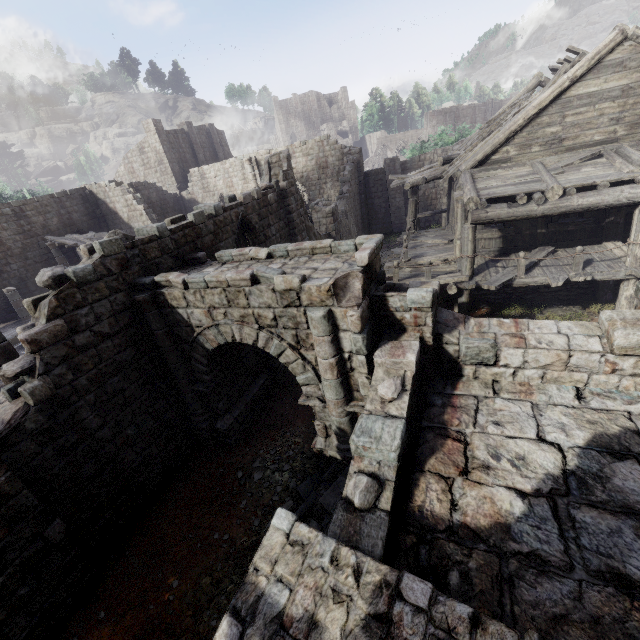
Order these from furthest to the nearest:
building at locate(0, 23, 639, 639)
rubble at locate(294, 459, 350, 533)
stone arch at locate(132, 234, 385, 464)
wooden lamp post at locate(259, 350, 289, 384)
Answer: wooden lamp post at locate(259, 350, 289, 384), rubble at locate(294, 459, 350, 533), stone arch at locate(132, 234, 385, 464), building at locate(0, 23, 639, 639)

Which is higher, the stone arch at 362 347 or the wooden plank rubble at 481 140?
the wooden plank rubble at 481 140

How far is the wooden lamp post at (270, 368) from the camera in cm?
1128

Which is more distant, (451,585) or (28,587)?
(28,587)

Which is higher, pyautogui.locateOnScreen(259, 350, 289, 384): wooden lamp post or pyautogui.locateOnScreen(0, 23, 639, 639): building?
pyautogui.locateOnScreen(0, 23, 639, 639): building

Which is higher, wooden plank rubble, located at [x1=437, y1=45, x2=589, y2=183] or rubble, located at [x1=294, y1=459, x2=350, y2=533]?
wooden plank rubble, located at [x1=437, y1=45, x2=589, y2=183]

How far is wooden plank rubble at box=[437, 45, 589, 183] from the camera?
11.4m

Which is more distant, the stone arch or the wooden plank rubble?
the wooden plank rubble
